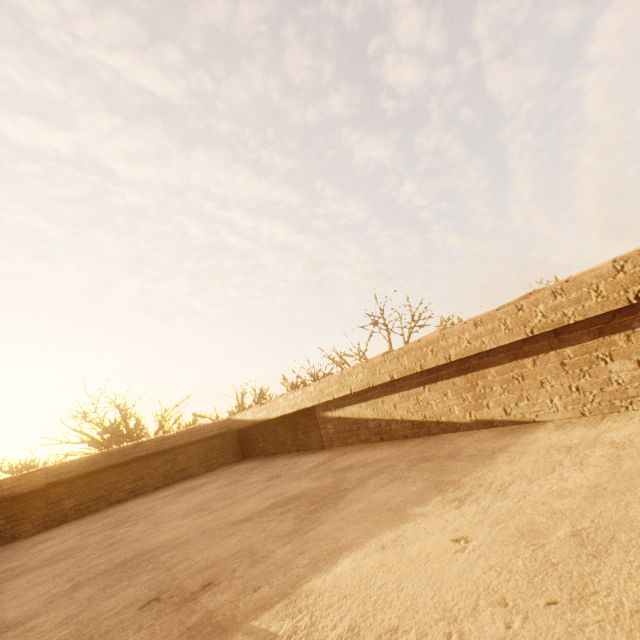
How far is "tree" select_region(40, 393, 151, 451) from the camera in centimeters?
1758cm

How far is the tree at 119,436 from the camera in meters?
17.6

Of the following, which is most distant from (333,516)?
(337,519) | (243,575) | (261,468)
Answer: (261,468)
